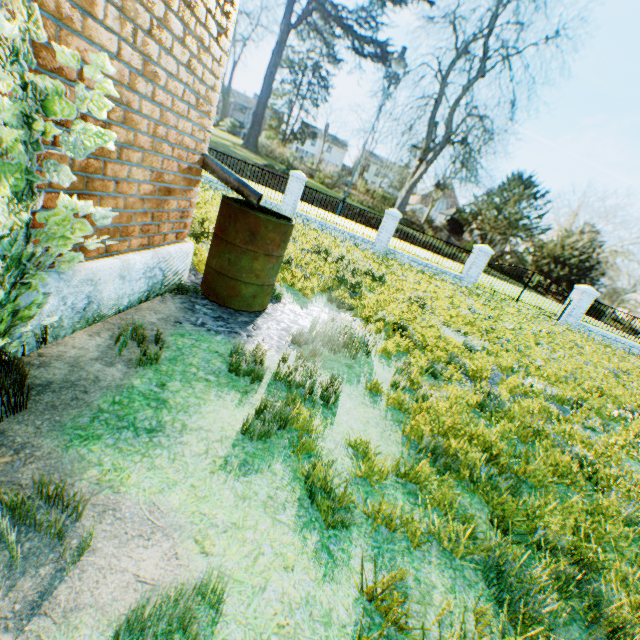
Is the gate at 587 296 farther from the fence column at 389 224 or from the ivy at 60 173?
the ivy at 60 173

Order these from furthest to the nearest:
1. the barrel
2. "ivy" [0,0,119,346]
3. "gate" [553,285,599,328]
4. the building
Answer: "gate" [553,285,599,328], the barrel, the building, "ivy" [0,0,119,346]

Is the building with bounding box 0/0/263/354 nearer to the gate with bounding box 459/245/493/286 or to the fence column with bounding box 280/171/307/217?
the fence column with bounding box 280/171/307/217

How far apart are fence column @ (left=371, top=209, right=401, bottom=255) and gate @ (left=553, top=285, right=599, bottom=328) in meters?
10.0 m

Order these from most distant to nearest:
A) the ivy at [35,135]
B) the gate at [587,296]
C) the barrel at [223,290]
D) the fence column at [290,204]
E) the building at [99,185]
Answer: the gate at [587,296]
the fence column at [290,204]
the barrel at [223,290]
the building at [99,185]
the ivy at [35,135]

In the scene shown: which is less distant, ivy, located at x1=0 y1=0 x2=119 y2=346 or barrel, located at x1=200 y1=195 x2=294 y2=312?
ivy, located at x1=0 y1=0 x2=119 y2=346

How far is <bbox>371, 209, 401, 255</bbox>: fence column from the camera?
16.72m

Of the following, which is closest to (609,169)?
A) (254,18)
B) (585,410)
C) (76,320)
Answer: (585,410)
